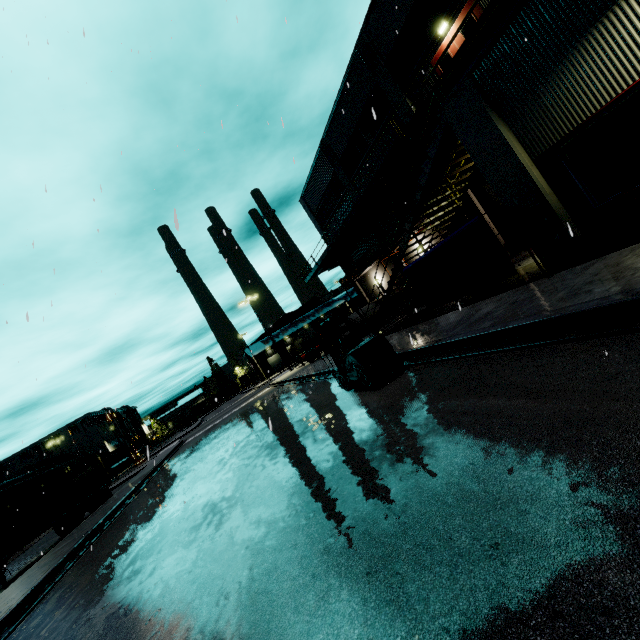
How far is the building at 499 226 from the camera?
16.8m

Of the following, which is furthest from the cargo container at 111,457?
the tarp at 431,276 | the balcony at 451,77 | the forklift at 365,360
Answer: the tarp at 431,276

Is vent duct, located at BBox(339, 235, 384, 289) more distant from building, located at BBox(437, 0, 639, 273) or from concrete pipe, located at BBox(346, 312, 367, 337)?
concrete pipe, located at BBox(346, 312, 367, 337)

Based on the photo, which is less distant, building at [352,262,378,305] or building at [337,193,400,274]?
building at [337,193,400,274]

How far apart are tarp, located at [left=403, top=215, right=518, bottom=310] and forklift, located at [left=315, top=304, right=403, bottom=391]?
3.3 meters

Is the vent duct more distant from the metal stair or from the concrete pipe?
the concrete pipe

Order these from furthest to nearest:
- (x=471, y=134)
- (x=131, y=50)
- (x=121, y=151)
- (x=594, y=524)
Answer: (x=121, y=151) → (x=131, y=50) → (x=471, y=134) → (x=594, y=524)

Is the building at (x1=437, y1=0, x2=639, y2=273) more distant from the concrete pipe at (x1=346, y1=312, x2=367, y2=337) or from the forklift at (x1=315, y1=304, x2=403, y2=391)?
the forklift at (x1=315, y1=304, x2=403, y2=391)
